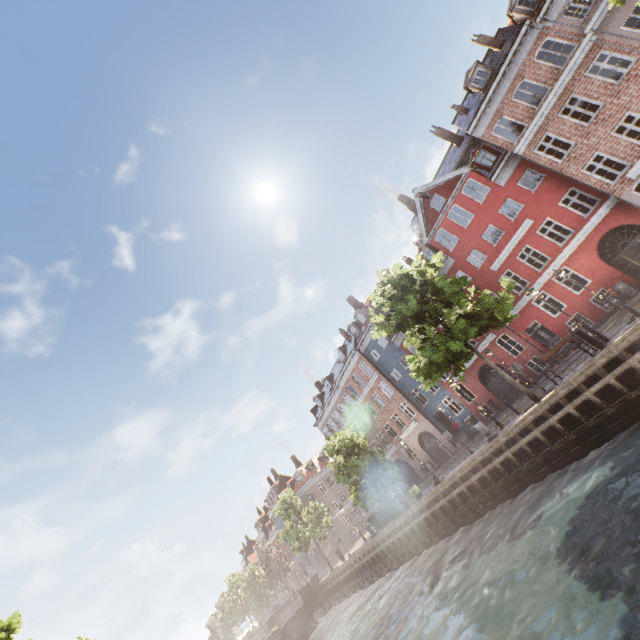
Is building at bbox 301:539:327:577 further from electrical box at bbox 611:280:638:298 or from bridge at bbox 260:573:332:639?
bridge at bbox 260:573:332:639

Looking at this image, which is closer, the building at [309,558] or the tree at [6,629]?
the tree at [6,629]

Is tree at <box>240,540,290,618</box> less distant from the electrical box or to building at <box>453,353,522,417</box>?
building at <box>453,353,522,417</box>

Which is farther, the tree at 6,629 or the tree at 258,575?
the tree at 258,575

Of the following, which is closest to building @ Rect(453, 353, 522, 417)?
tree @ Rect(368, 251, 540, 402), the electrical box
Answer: the electrical box

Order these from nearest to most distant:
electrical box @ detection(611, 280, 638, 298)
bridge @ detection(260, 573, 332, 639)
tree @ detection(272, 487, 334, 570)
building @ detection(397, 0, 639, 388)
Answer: building @ detection(397, 0, 639, 388) → electrical box @ detection(611, 280, 638, 298) → bridge @ detection(260, 573, 332, 639) → tree @ detection(272, 487, 334, 570)

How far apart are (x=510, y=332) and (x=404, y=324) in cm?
1199

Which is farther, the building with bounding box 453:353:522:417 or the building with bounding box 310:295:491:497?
the building with bounding box 310:295:491:497
